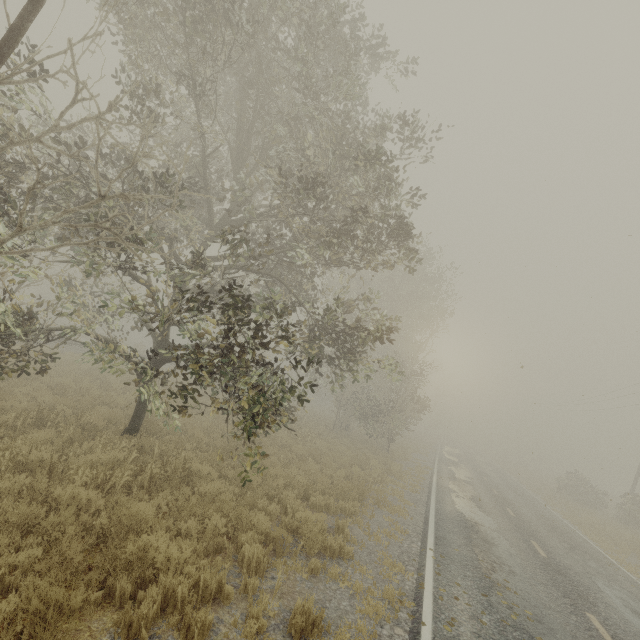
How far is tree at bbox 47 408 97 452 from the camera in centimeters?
782cm

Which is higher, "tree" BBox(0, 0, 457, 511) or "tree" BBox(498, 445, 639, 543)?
"tree" BBox(0, 0, 457, 511)

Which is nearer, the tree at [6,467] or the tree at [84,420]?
the tree at [6,467]

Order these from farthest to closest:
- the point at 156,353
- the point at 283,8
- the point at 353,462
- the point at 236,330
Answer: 1. the point at 353,462
2. the point at 236,330
3. the point at 283,8
4. the point at 156,353

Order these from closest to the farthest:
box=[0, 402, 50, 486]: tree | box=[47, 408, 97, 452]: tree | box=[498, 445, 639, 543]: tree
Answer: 1. box=[0, 402, 50, 486]: tree
2. box=[47, 408, 97, 452]: tree
3. box=[498, 445, 639, 543]: tree

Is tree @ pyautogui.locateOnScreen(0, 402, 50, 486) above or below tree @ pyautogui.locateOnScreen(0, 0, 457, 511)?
below
